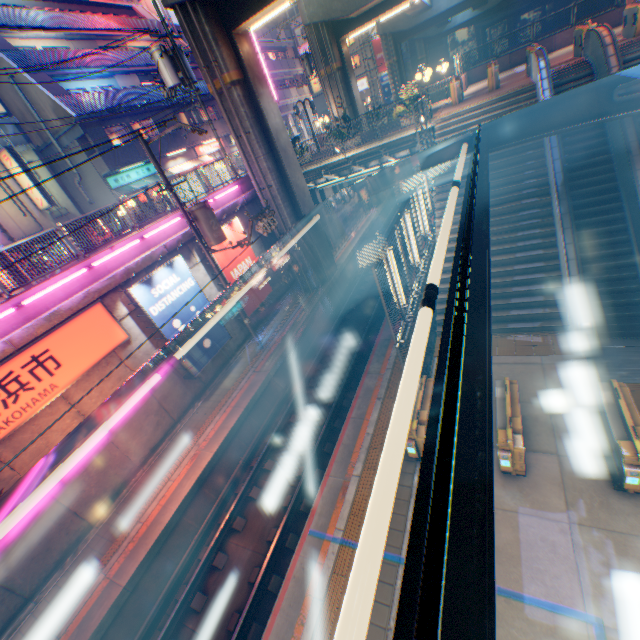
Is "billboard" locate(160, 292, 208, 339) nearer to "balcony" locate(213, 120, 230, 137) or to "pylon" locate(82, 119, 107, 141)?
"balcony" locate(213, 120, 230, 137)

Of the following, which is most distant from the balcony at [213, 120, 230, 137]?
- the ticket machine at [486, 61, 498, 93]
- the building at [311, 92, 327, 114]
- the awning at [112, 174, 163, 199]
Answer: the building at [311, 92, 327, 114]

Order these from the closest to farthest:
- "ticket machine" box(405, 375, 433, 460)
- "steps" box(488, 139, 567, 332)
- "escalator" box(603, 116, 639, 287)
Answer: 1. "ticket machine" box(405, 375, 433, 460)
2. "escalator" box(603, 116, 639, 287)
3. "steps" box(488, 139, 567, 332)

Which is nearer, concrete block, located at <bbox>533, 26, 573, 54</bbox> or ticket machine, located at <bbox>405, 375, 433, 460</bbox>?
ticket machine, located at <bbox>405, 375, 433, 460</bbox>

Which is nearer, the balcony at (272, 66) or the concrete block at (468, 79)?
the concrete block at (468, 79)

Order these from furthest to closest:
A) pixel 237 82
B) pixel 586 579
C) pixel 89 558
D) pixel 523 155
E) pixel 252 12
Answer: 1. pixel 237 82
2. pixel 252 12
3. pixel 523 155
4. pixel 89 558
5. pixel 586 579

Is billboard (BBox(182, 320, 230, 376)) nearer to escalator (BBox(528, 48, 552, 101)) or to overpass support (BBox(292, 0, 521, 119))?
overpass support (BBox(292, 0, 521, 119))

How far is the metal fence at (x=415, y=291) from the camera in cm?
833
